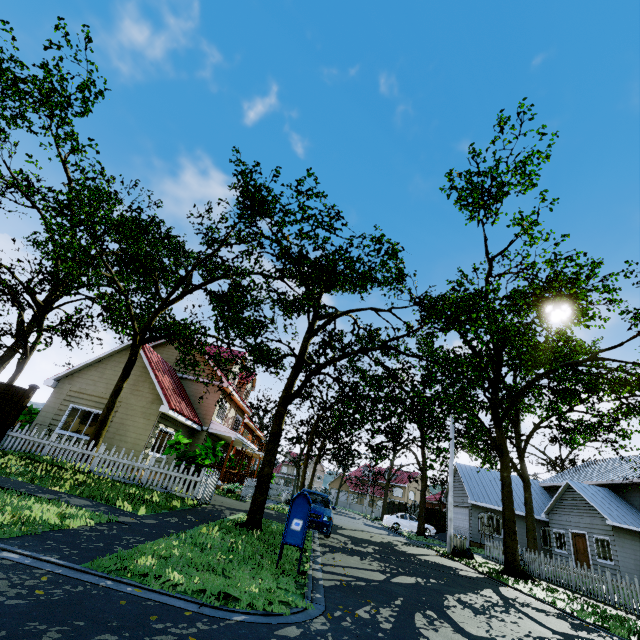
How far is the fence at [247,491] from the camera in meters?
18.4 m

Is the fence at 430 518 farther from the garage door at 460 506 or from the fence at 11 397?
the garage door at 460 506

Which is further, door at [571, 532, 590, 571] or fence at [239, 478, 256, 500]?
door at [571, 532, 590, 571]

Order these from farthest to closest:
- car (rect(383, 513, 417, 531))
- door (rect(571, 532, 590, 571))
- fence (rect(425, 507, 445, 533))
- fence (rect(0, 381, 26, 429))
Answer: fence (rect(425, 507, 445, 533)), car (rect(383, 513, 417, 531)), door (rect(571, 532, 590, 571)), fence (rect(0, 381, 26, 429))

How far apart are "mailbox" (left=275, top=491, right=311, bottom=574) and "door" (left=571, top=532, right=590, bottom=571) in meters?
25.4 m

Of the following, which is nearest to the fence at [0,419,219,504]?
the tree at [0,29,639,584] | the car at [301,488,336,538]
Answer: the tree at [0,29,639,584]

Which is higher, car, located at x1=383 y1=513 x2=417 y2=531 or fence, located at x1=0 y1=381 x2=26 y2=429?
fence, located at x1=0 y1=381 x2=26 y2=429

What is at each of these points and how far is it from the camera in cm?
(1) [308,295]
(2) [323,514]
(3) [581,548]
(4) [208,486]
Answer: (1) tree, 1153
(2) car, 1194
(3) door, 2166
(4) fence, 1227
